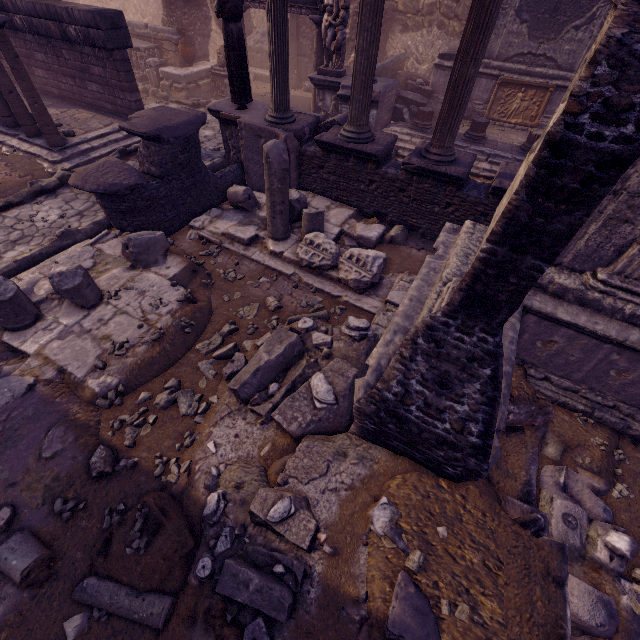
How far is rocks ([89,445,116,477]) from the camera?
3.4m

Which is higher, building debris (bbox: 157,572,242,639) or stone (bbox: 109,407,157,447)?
building debris (bbox: 157,572,242,639)

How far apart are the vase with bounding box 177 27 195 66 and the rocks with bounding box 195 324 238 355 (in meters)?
14.45

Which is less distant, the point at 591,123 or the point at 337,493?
the point at 591,123

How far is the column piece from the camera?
2.70m

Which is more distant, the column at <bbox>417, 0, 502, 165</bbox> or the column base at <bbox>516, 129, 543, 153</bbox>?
the column base at <bbox>516, 129, 543, 153</bbox>

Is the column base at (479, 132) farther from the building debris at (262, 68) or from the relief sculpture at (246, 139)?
the building debris at (262, 68)

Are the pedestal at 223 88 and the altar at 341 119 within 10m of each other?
yes
